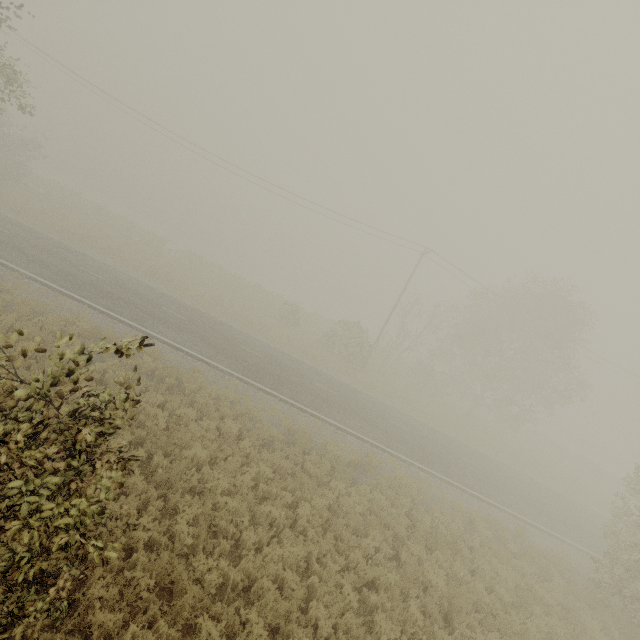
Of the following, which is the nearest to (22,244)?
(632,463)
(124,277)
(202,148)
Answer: (124,277)
